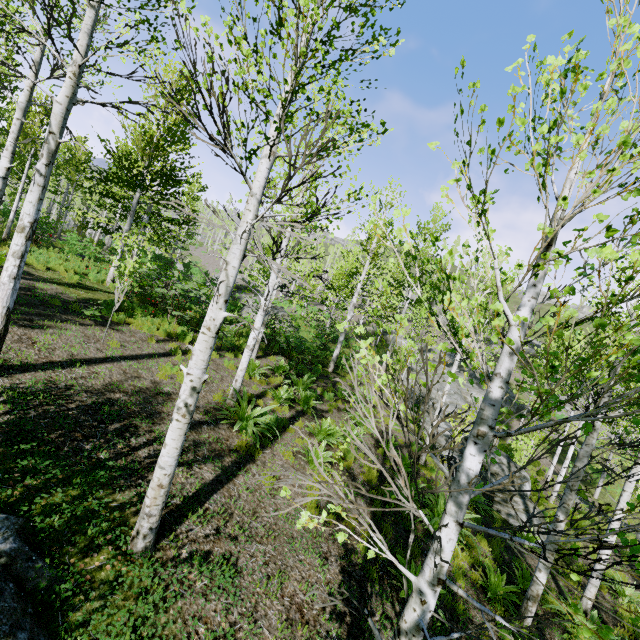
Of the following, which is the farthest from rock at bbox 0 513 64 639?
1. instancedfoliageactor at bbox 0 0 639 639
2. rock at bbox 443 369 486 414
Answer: rock at bbox 443 369 486 414

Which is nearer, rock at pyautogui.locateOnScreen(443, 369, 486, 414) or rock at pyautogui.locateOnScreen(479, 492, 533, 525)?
rock at pyautogui.locateOnScreen(479, 492, 533, 525)

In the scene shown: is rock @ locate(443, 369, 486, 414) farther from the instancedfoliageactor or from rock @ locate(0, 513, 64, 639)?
rock @ locate(0, 513, 64, 639)

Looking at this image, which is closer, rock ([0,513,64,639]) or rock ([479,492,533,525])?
rock ([0,513,64,639])

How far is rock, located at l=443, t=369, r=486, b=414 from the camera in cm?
2025

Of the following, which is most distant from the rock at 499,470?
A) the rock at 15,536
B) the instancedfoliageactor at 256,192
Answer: the rock at 15,536

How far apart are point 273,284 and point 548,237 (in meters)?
6.10
